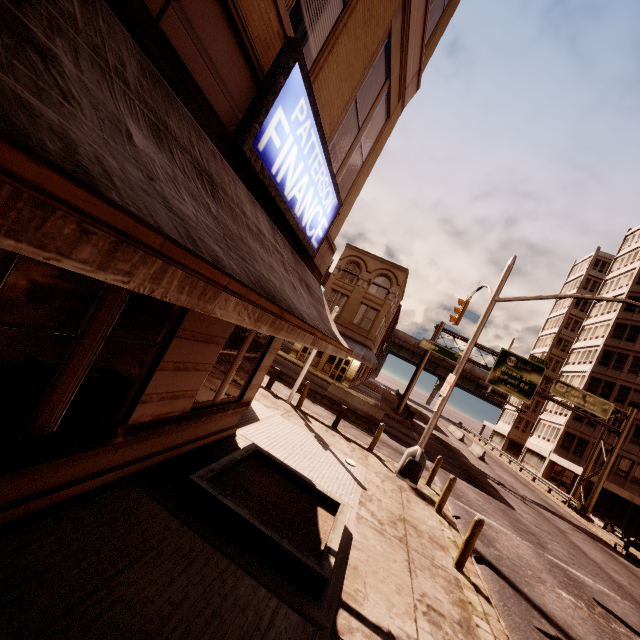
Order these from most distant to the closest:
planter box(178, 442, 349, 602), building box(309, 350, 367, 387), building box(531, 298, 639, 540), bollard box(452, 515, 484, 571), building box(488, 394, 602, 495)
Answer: building box(488, 394, 602, 495) < building box(531, 298, 639, 540) < building box(309, 350, 367, 387) < bollard box(452, 515, 484, 571) < planter box(178, 442, 349, 602)

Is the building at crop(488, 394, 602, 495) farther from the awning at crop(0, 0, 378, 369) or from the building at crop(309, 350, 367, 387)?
the awning at crop(0, 0, 378, 369)

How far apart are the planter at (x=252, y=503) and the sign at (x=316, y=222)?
4.3m

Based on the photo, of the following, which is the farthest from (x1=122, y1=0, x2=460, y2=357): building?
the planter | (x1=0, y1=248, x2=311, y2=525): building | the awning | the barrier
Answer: the barrier

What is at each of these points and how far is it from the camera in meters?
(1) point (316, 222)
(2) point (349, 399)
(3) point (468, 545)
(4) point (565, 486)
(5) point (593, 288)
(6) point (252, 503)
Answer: (1) sign, 6.2 m
(2) barrier, 21.5 m
(3) bollard, 7.2 m
(4) building, 38.7 m
(5) building, 54.1 m
(6) planter, 5.5 m

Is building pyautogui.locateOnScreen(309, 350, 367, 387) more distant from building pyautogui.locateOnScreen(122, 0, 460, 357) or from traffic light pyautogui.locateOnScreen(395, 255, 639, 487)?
building pyautogui.locateOnScreen(122, 0, 460, 357)

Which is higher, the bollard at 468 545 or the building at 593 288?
the building at 593 288

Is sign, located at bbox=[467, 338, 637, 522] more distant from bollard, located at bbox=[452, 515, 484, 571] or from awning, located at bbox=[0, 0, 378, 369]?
awning, located at bbox=[0, 0, 378, 369]
